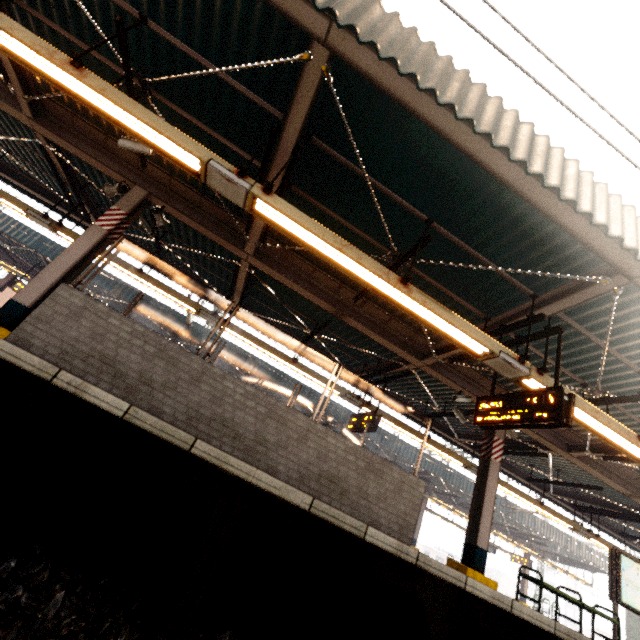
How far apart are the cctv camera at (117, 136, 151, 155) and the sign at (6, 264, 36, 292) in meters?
14.9 m

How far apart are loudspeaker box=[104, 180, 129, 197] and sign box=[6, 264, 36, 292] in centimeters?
1327cm

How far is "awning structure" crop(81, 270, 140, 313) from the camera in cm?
1551

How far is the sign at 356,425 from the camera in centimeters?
895cm

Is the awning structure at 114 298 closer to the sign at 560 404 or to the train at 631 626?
the train at 631 626

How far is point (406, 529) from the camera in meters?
5.1 m

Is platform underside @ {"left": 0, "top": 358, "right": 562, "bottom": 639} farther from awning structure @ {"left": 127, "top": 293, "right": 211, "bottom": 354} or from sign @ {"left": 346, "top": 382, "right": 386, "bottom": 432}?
awning structure @ {"left": 127, "top": 293, "right": 211, "bottom": 354}

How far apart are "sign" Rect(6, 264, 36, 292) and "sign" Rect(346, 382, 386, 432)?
17.0m
